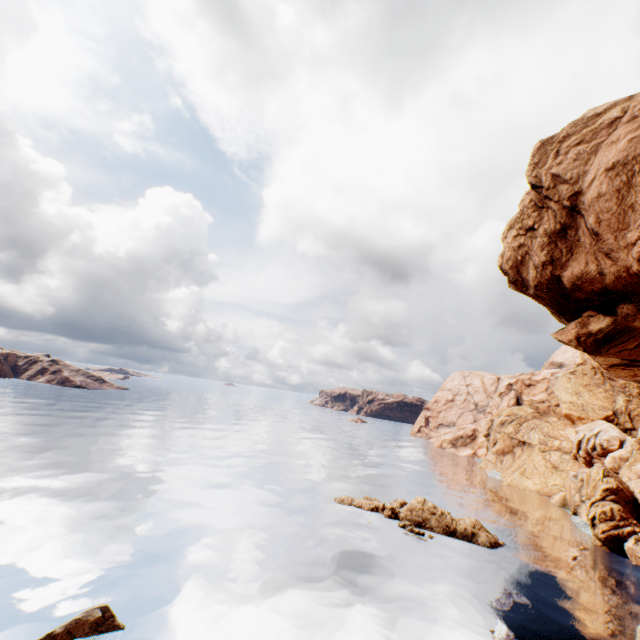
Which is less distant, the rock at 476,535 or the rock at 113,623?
the rock at 113,623

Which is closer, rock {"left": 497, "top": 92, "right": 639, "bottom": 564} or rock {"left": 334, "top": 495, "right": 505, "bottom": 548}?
rock {"left": 497, "top": 92, "right": 639, "bottom": 564}

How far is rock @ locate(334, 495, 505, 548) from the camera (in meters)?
31.94

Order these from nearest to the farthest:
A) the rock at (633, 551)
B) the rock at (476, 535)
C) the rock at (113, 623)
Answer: the rock at (113, 623)
the rock at (633, 551)
the rock at (476, 535)

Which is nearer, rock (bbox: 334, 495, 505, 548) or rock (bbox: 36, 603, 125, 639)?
rock (bbox: 36, 603, 125, 639)

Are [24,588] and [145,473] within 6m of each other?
no

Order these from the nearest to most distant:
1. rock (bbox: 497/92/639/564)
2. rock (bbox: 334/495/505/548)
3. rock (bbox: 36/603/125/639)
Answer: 1. rock (bbox: 36/603/125/639)
2. rock (bbox: 497/92/639/564)
3. rock (bbox: 334/495/505/548)
